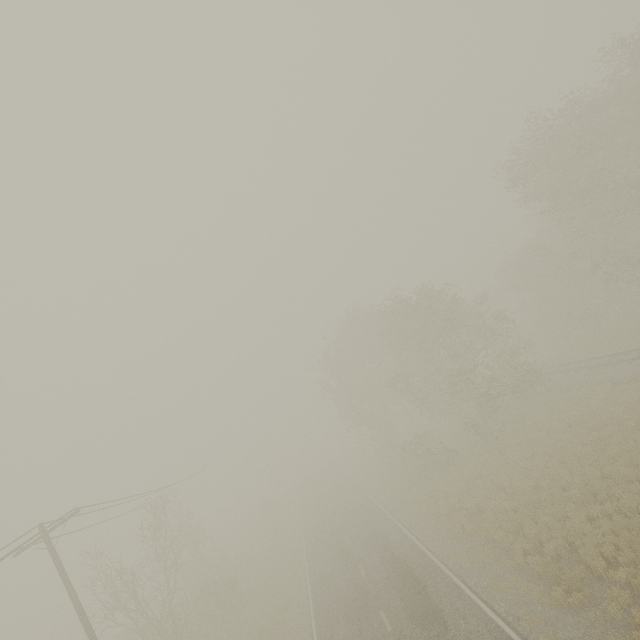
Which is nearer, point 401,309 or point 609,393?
point 609,393
